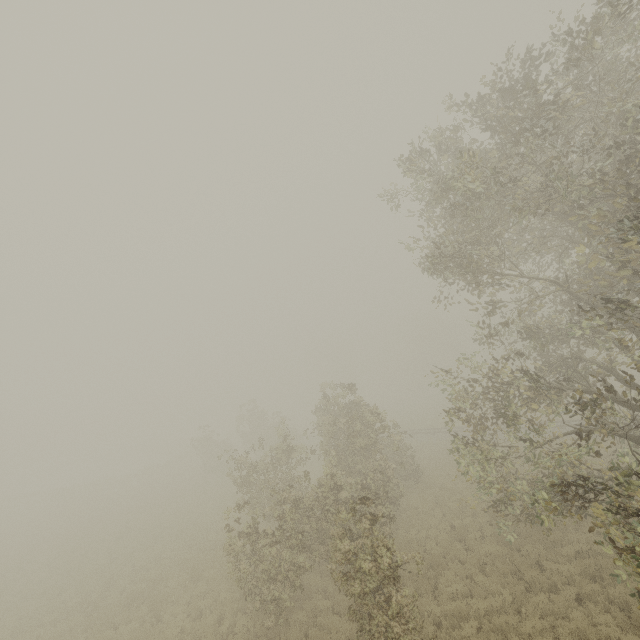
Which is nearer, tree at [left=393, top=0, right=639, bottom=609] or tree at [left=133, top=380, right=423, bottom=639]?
tree at [left=393, top=0, right=639, bottom=609]

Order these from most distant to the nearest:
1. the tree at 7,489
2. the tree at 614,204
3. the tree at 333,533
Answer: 1. the tree at 7,489
2. the tree at 333,533
3. the tree at 614,204

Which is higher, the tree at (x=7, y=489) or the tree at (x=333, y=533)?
the tree at (x=333, y=533)

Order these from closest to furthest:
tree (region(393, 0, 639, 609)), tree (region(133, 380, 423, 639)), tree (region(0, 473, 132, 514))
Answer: tree (region(393, 0, 639, 609))
tree (region(133, 380, 423, 639))
tree (region(0, 473, 132, 514))

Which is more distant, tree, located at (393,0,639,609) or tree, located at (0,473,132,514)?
tree, located at (0,473,132,514)

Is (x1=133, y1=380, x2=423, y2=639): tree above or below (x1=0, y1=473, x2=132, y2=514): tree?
above

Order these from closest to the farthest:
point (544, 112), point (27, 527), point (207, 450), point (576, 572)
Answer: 1. point (544, 112)
2. point (576, 572)
3. point (27, 527)
4. point (207, 450)
